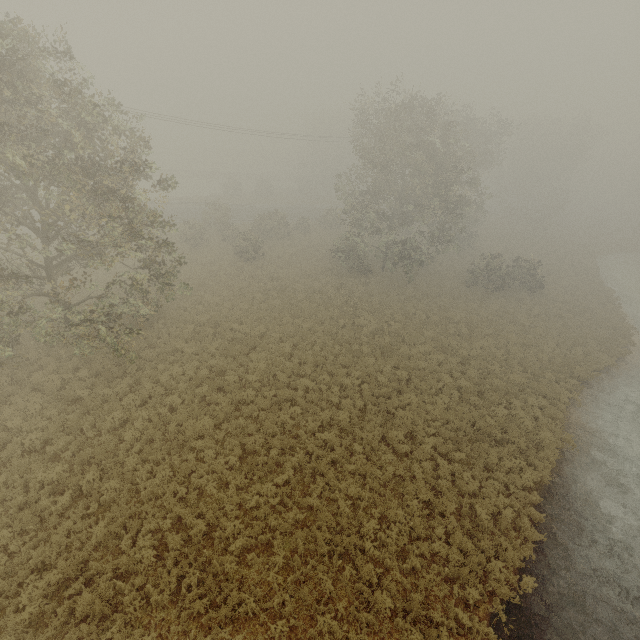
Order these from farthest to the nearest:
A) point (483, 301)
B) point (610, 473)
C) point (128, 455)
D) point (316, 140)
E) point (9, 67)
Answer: point (316, 140), point (483, 301), point (610, 473), point (128, 455), point (9, 67)
